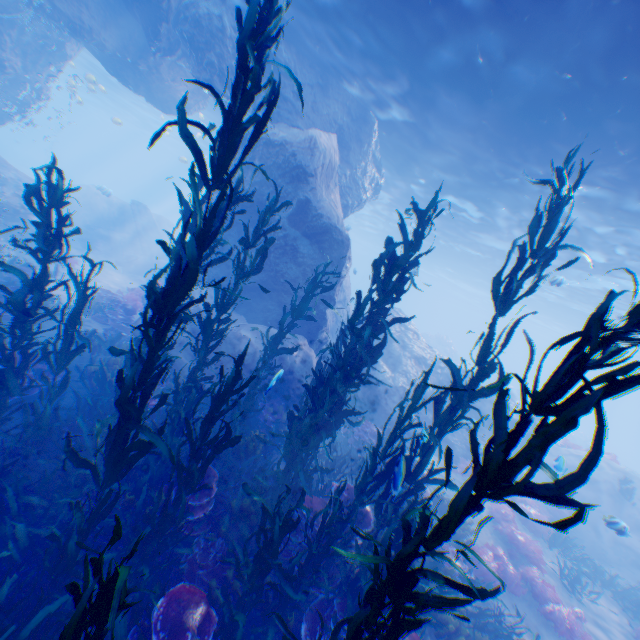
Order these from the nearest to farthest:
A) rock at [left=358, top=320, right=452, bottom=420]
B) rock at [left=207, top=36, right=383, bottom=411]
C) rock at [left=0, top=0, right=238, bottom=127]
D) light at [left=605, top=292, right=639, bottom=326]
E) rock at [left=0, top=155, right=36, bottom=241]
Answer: rock at [left=207, top=36, right=383, bottom=411]
rock at [left=0, top=0, right=238, bottom=127]
rock at [left=358, top=320, right=452, bottom=420]
rock at [left=0, top=155, right=36, bottom=241]
light at [left=605, top=292, right=639, bottom=326]

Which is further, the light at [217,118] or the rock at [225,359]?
the light at [217,118]

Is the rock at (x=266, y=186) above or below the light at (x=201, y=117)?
below

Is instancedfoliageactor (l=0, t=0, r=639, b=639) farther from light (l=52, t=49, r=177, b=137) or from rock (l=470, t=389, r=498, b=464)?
light (l=52, t=49, r=177, b=137)

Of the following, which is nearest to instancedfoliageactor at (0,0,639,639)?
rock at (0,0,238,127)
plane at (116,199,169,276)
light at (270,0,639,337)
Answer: rock at (0,0,238,127)

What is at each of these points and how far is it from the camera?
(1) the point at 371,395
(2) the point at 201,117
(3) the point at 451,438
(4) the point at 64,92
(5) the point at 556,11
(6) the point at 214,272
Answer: (1) rock, 14.51m
(2) light, 24.89m
(3) rock, 14.95m
(4) light, 55.56m
(5) light, 6.55m
(6) rock, 12.83m

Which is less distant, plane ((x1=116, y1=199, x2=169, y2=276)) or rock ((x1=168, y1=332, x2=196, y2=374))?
rock ((x1=168, y1=332, x2=196, y2=374))

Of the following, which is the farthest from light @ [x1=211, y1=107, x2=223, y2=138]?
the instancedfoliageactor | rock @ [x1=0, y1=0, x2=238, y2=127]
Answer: the instancedfoliageactor
